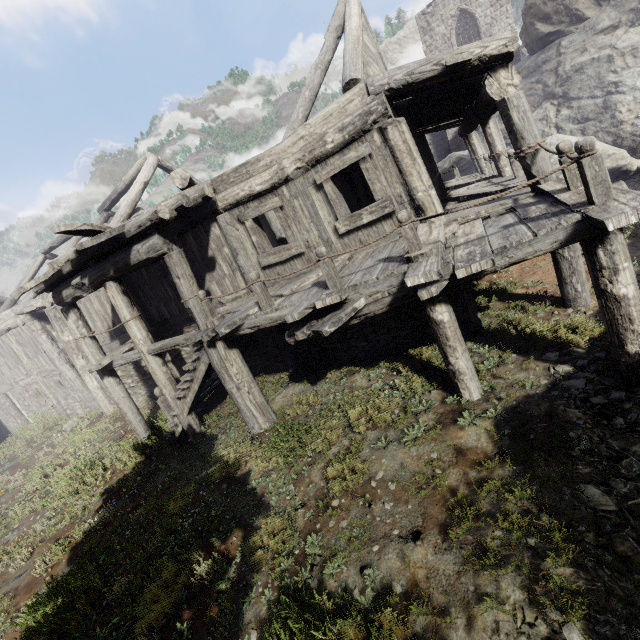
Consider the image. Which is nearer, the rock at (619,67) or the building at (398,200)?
the building at (398,200)

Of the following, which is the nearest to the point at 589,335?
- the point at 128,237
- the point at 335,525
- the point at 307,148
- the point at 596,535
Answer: the point at 596,535

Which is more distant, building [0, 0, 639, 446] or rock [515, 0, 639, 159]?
rock [515, 0, 639, 159]
